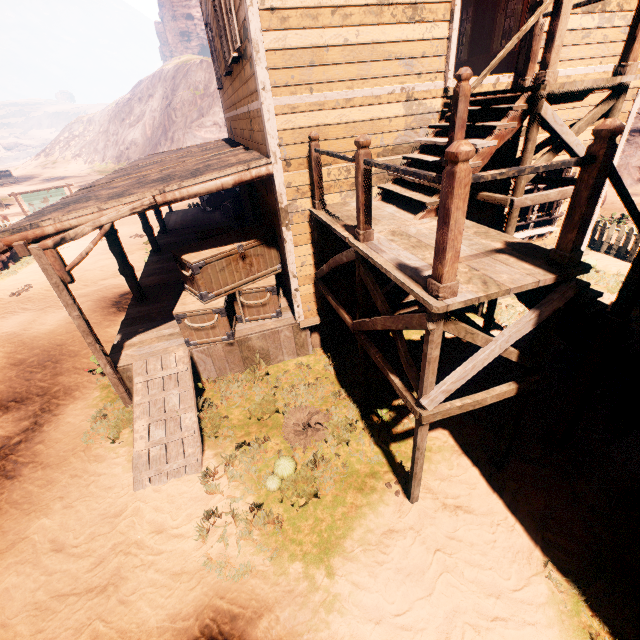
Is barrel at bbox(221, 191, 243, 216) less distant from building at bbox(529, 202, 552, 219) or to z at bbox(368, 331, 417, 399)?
building at bbox(529, 202, 552, 219)

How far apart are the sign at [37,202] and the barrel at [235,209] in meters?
13.8 m

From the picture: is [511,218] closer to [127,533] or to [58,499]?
[127,533]

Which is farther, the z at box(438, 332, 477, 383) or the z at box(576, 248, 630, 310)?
the z at box(576, 248, 630, 310)

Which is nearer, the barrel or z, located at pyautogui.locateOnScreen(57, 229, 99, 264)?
the barrel

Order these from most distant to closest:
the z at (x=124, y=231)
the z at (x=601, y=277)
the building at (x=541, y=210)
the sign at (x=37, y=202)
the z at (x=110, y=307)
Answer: the sign at (x=37, y=202) < the z at (x=124, y=231) < the z at (x=110, y=307) < the z at (x=601, y=277) < the building at (x=541, y=210)

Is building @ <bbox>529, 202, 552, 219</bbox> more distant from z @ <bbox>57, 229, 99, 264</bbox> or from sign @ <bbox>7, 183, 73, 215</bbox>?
sign @ <bbox>7, 183, 73, 215</bbox>
